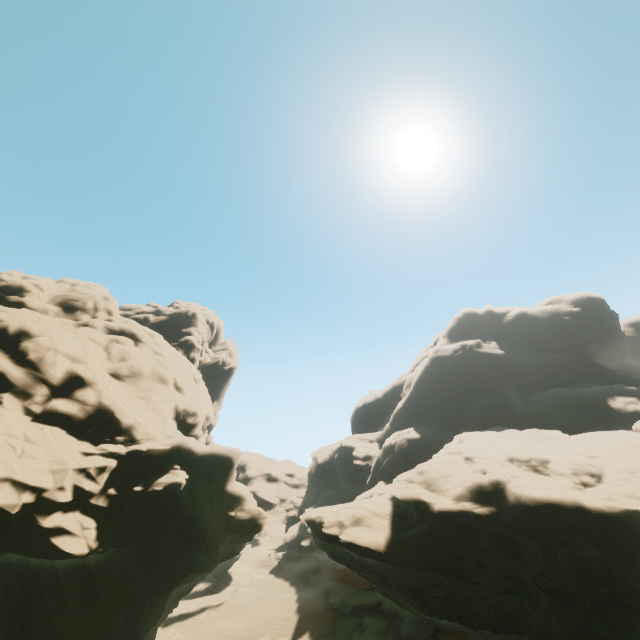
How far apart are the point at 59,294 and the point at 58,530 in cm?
2975

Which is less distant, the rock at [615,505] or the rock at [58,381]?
the rock at [58,381]

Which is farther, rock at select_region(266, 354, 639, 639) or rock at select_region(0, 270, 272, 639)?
rock at select_region(266, 354, 639, 639)
